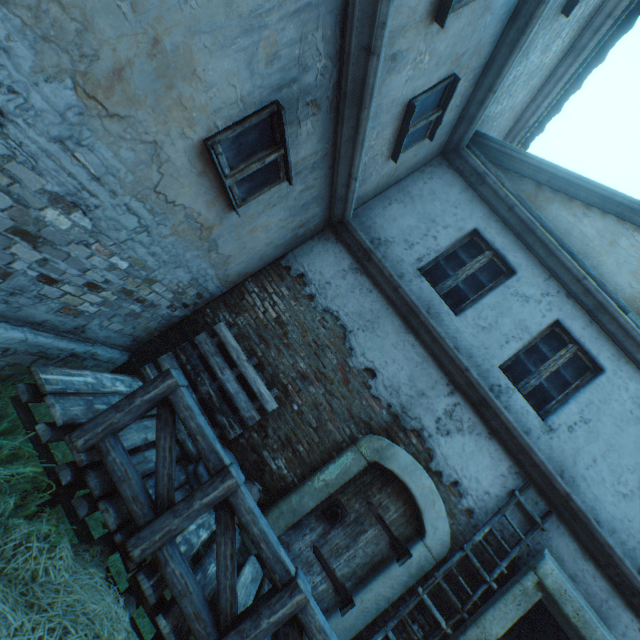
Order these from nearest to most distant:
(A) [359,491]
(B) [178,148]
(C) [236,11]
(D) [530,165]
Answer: (C) [236,11] → (B) [178,148] → (A) [359,491] → (D) [530,165]

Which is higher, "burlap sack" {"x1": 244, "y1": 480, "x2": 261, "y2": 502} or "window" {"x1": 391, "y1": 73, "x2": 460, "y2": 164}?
"window" {"x1": 391, "y1": 73, "x2": 460, "y2": 164}

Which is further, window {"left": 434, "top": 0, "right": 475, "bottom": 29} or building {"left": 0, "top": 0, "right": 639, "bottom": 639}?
window {"left": 434, "top": 0, "right": 475, "bottom": 29}

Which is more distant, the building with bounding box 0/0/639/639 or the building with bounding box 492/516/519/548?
the building with bounding box 492/516/519/548

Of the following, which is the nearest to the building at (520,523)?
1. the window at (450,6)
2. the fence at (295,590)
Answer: the window at (450,6)

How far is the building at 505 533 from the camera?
4.4 meters

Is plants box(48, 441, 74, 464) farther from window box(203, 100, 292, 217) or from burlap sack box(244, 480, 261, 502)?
window box(203, 100, 292, 217)

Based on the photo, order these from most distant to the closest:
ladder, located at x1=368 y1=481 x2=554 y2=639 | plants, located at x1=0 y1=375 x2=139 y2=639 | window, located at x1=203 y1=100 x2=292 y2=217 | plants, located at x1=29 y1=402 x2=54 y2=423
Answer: ladder, located at x1=368 y1=481 x2=554 y2=639
plants, located at x1=29 y1=402 x2=54 y2=423
window, located at x1=203 y1=100 x2=292 y2=217
plants, located at x1=0 y1=375 x2=139 y2=639
